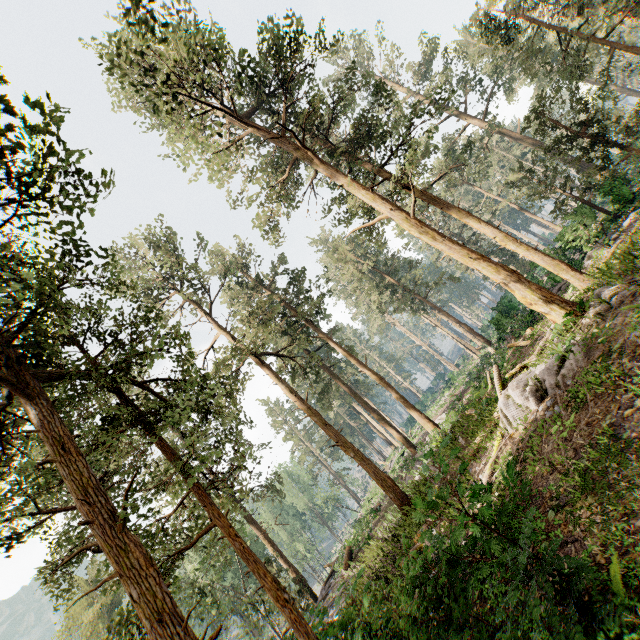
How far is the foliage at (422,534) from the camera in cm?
611

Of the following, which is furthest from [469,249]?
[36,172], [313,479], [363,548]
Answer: [313,479]

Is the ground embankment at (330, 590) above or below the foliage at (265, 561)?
below

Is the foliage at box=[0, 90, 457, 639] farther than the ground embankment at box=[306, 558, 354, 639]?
No

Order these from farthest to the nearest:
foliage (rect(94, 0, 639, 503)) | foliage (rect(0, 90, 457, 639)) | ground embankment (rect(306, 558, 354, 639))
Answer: foliage (rect(94, 0, 639, 503)) → ground embankment (rect(306, 558, 354, 639)) → foliage (rect(0, 90, 457, 639))

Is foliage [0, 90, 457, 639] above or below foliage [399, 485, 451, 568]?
above

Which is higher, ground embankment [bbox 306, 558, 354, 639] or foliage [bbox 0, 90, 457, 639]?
foliage [bbox 0, 90, 457, 639]
